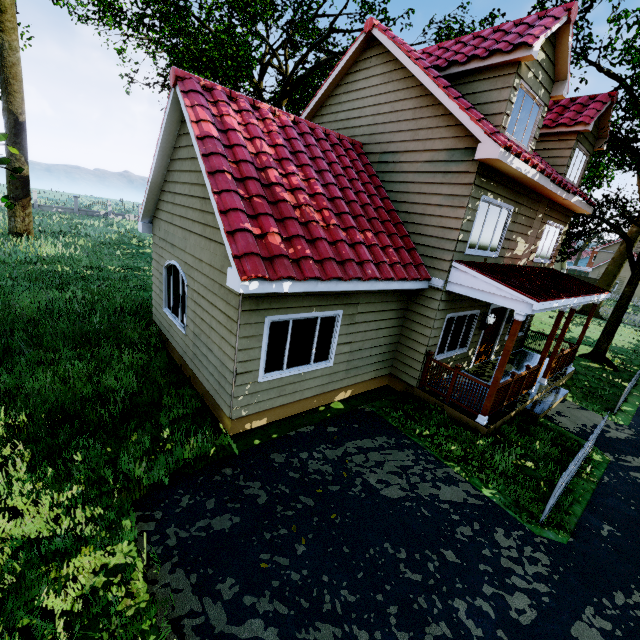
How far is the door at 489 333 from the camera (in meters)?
10.88

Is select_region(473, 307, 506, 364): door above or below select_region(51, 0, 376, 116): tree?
below

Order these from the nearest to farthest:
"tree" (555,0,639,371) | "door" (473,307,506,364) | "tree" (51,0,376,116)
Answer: "tree" (555,0,639,371) < "door" (473,307,506,364) < "tree" (51,0,376,116)

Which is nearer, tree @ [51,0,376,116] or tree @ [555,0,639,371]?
tree @ [555,0,639,371]

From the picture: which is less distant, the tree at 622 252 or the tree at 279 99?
the tree at 622 252

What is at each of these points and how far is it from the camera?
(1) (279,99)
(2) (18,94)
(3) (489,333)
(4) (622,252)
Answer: (1) tree, 23.2m
(2) tree, 16.5m
(3) door, 11.2m
(4) tree, 25.7m

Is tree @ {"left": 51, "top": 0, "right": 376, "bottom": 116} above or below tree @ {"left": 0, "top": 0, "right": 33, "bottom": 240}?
above

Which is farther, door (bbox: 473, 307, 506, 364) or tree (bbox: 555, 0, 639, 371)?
door (bbox: 473, 307, 506, 364)
